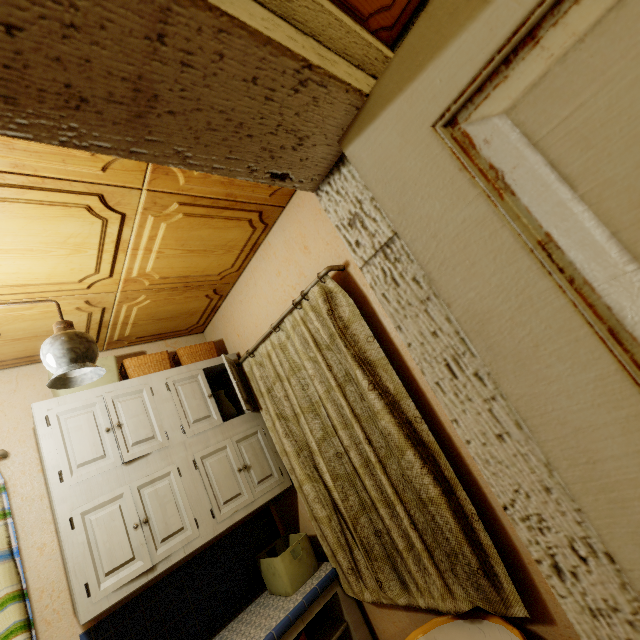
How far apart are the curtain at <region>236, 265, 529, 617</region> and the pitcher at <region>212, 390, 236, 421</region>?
0.3 meters

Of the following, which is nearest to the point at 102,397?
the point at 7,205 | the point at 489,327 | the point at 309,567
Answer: the point at 7,205

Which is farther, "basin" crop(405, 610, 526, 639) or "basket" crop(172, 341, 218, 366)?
"basket" crop(172, 341, 218, 366)

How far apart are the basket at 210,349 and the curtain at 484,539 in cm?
32

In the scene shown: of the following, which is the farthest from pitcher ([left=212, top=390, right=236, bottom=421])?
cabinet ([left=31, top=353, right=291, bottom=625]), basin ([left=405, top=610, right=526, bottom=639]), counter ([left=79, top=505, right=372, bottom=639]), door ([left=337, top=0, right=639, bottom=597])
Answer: Answer: door ([left=337, top=0, right=639, bottom=597])

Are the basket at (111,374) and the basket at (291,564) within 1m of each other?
no

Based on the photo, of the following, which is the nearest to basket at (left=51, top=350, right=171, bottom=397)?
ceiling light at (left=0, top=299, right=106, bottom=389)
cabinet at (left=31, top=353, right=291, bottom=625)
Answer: cabinet at (left=31, top=353, right=291, bottom=625)

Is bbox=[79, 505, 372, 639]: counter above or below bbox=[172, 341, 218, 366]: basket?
below
